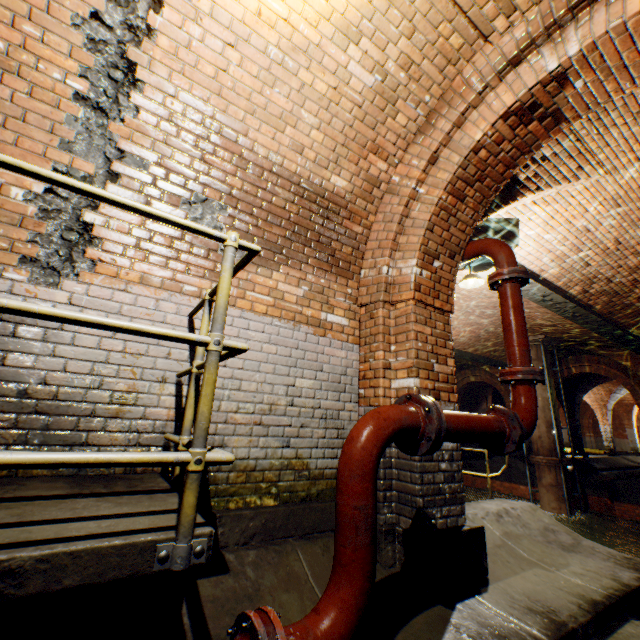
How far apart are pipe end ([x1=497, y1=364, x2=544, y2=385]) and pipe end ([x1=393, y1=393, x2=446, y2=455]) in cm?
129

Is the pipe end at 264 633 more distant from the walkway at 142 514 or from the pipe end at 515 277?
the pipe end at 515 277

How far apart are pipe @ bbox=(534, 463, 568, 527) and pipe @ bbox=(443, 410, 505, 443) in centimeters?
1134cm

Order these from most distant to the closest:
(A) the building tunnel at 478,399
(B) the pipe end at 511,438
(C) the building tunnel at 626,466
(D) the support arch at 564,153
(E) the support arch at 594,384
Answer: (A) the building tunnel at 478,399 < (E) the support arch at 594,384 < (C) the building tunnel at 626,466 < (D) the support arch at 564,153 < (B) the pipe end at 511,438

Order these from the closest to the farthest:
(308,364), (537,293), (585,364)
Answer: (308,364) → (537,293) → (585,364)

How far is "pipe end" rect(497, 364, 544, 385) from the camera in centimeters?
286cm

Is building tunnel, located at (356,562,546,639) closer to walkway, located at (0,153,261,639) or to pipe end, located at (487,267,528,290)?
walkway, located at (0,153,261,639)

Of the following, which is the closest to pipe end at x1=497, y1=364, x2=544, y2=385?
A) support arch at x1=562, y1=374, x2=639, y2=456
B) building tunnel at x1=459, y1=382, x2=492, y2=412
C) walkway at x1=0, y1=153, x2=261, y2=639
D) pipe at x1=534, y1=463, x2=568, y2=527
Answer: walkway at x1=0, y1=153, x2=261, y2=639
